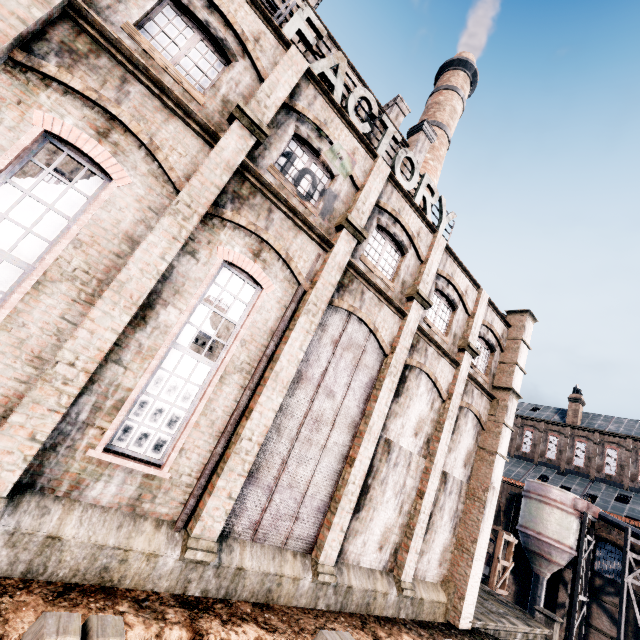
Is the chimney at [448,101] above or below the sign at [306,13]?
A: above

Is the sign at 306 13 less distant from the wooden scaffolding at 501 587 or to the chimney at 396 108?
the chimney at 396 108

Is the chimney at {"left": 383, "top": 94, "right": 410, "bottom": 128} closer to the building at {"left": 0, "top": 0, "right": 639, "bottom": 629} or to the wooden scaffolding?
the building at {"left": 0, "top": 0, "right": 639, "bottom": 629}

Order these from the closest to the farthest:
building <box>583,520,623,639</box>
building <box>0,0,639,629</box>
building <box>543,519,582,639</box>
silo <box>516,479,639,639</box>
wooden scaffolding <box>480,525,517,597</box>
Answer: building <box>0,0,639,629</box>, wooden scaffolding <box>480,525,517,597</box>, silo <box>516,479,639,639</box>, building <box>583,520,623,639</box>, building <box>543,519,582,639</box>

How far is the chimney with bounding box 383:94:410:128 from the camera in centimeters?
2436cm

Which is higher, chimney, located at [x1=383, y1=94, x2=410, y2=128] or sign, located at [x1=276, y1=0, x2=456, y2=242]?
chimney, located at [x1=383, y1=94, x2=410, y2=128]

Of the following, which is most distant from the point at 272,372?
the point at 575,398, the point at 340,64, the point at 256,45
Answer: the point at 575,398

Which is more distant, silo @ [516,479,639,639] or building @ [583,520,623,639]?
building @ [583,520,623,639]
